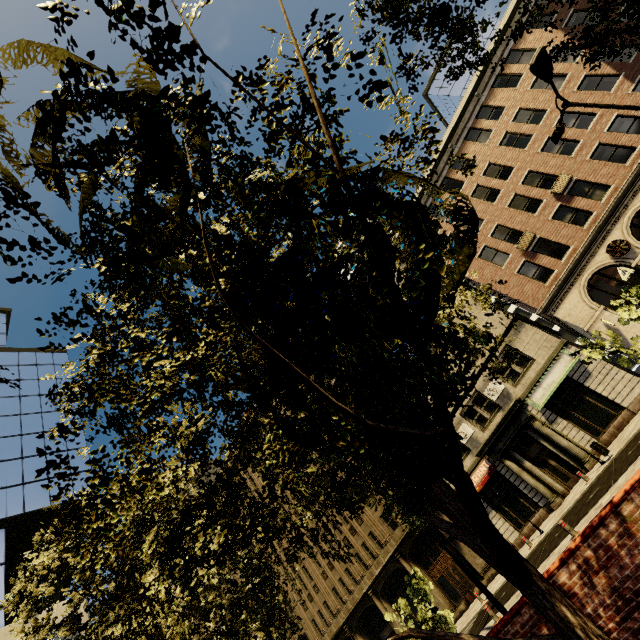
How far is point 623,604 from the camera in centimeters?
426cm

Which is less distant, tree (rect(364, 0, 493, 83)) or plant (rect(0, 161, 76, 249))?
plant (rect(0, 161, 76, 249))

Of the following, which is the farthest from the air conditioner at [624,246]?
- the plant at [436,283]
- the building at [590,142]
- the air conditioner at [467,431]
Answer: the plant at [436,283]

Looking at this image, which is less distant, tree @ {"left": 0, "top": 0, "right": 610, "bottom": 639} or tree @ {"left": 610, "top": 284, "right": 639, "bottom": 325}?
tree @ {"left": 0, "top": 0, "right": 610, "bottom": 639}

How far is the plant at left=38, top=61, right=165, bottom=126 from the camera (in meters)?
1.19

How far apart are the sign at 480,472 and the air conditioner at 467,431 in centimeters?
136cm

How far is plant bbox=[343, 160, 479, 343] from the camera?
1.15m

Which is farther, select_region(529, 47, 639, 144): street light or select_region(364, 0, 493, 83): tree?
select_region(529, 47, 639, 144): street light
